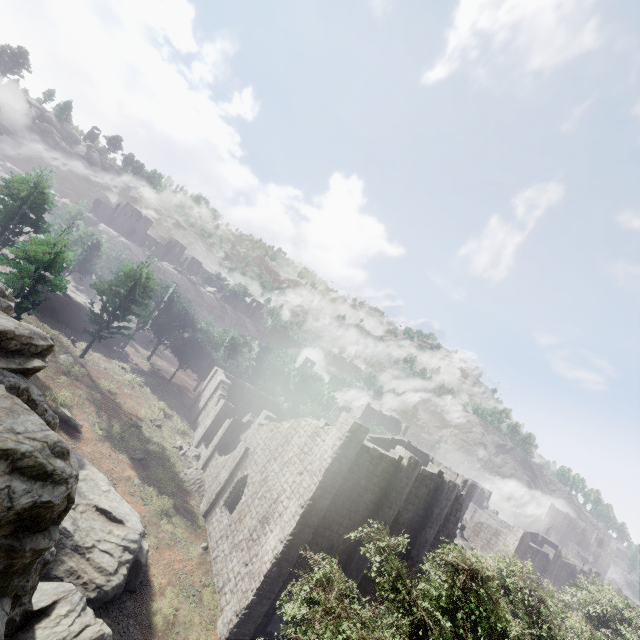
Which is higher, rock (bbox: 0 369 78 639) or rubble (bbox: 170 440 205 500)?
rock (bbox: 0 369 78 639)

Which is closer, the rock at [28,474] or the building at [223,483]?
the rock at [28,474]

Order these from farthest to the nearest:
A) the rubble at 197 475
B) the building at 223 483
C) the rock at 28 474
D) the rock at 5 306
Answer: the rubble at 197 475 < the building at 223 483 < the rock at 5 306 < the rock at 28 474

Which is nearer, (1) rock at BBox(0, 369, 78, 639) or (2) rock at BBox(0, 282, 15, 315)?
(1) rock at BBox(0, 369, 78, 639)

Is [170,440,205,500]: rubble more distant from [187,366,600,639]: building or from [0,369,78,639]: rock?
[0,369,78,639]: rock

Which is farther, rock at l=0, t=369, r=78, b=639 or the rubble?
the rubble

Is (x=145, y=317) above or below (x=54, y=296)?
above
